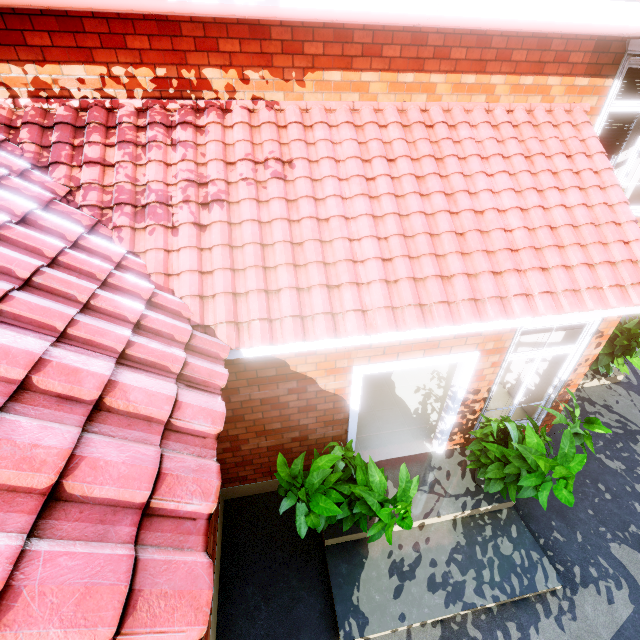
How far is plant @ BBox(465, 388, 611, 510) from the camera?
3.7 meters

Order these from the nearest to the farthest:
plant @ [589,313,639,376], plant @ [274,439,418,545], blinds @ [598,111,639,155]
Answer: plant @ [274,439,418,545], plant @ [589,313,639,376], blinds @ [598,111,639,155]

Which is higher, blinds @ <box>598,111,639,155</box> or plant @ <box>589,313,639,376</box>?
blinds @ <box>598,111,639,155</box>

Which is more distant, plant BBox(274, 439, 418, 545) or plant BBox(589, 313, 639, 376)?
plant BBox(589, 313, 639, 376)

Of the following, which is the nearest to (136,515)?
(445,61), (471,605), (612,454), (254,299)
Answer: (254,299)

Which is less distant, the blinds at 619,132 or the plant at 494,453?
the plant at 494,453

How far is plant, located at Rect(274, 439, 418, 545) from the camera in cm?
339

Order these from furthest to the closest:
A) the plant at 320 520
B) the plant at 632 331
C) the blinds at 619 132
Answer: the blinds at 619 132
the plant at 632 331
the plant at 320 520
